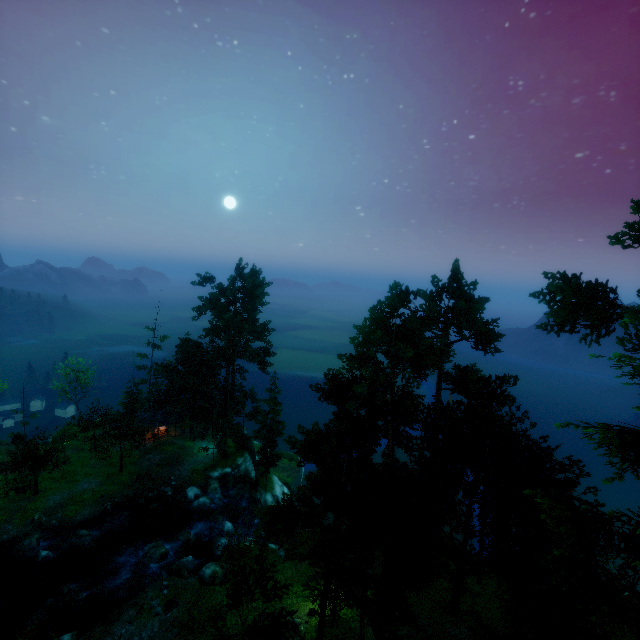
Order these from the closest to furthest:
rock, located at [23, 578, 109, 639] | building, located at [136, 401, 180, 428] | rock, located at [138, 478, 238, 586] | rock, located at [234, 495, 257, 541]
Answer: rock, located at [23, 578, 109, 639] → rock, located at [138, 478, 238, 586] → rock, located at [234, 495, 257, 541] → building, located at [136, 401, 180, 428]

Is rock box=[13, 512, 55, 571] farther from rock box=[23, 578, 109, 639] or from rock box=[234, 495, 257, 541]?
rock box=[234, 495, 257, 541]

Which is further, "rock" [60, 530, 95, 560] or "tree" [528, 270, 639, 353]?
"rock" [60, 530, 95, 560]

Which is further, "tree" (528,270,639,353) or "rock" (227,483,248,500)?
"rock" (227,483,248,500)

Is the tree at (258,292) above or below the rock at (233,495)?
A: above

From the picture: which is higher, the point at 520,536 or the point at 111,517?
the point at 520,536

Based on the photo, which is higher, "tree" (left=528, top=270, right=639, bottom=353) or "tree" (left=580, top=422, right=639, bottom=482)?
"tree" (left=528, top=270, right=639, bottom=353)

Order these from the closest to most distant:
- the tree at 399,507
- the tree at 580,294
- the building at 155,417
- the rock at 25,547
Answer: the tree at 399,507 < the tree at 580,294 < the rock at 25,547 < the building at 155,417
